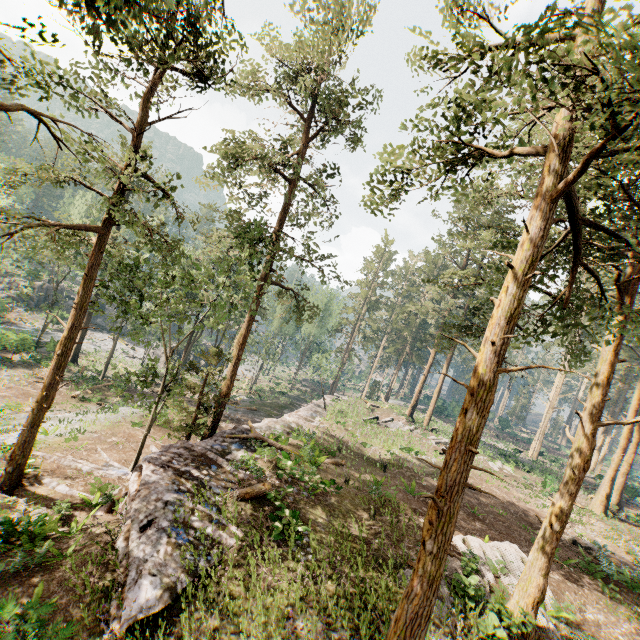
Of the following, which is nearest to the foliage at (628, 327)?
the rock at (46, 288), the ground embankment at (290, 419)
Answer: the ground embankment at (290, 419)

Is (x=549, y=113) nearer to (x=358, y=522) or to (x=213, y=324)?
(x=213, y=324)

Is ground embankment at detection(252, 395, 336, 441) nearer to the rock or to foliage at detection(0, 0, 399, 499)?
foliage at detection(0, 0, 399, 499)

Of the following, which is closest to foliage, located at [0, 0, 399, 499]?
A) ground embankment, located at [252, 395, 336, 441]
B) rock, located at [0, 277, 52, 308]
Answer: ground embankment, located at [252, 395, 336, 441]

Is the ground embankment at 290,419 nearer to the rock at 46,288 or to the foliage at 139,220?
the foliage at 139,220
